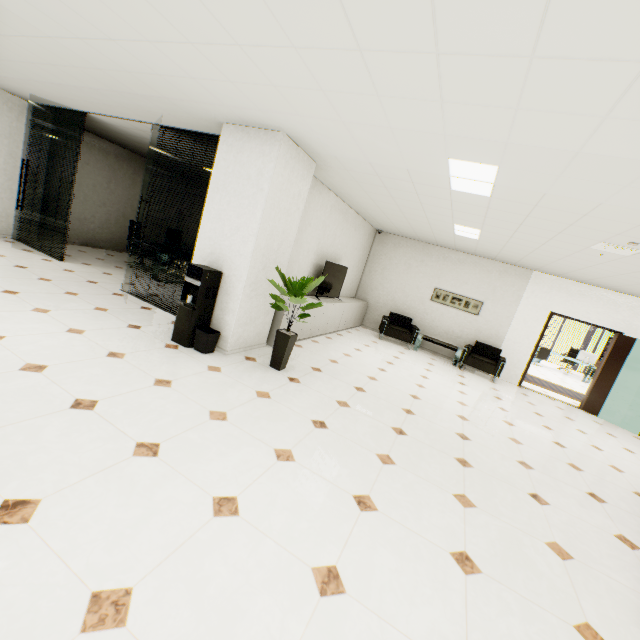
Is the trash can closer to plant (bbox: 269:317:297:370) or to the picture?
plant (bbox: 269:317:297:370)

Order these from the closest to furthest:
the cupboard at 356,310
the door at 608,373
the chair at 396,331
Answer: the cupboard at 356,310
the door at 608,373
the chair at 396,331

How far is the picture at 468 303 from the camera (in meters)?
8.96

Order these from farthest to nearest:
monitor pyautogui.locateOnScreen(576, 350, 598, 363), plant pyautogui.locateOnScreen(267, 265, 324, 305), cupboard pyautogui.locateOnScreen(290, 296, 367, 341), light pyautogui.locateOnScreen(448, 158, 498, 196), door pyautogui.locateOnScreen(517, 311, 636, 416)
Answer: monitor pyautogui.locateOnScreen(576, 350, 598, 363)
door pyautogui.locateOnScreen(517, 311, 636, 416)
cupboard pyautogui.locateOnScreen(290, 296, 367, 341)
plant pyautogui.locateOnScreen(267, 265, 324, 305)
light pyautogui.locateOnScreen(448, 158, 498, 196)

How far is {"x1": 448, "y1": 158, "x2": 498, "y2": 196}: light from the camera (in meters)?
3.22

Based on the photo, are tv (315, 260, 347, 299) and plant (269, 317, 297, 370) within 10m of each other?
yes

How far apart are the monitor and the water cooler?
15.8 meters

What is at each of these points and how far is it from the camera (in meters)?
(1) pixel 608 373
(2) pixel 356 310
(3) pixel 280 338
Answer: (1) door, 7.76
(2) cupboard, 9.17
(3) plant, 4.46
